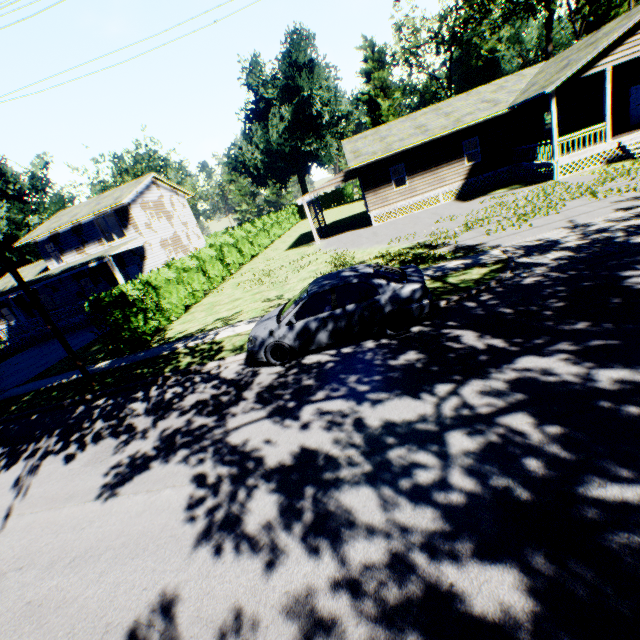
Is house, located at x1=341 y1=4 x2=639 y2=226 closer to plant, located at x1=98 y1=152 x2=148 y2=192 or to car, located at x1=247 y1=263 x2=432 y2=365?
car, located at x1=247 y1=263 x2=432 y2=365

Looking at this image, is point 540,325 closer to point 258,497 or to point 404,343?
point 404,343

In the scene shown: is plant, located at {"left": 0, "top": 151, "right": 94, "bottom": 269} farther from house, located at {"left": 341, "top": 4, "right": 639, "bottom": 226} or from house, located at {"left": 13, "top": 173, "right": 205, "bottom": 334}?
house, located at {"left": 341, "top": 4, "right": 639, "bottom": 226}

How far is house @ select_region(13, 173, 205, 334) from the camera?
25.9m

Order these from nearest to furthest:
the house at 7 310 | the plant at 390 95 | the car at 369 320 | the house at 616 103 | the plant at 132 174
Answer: the car at 369 320
the house at 616 103
the house at 7 310
the plant at 390 95
the plant at 132 174

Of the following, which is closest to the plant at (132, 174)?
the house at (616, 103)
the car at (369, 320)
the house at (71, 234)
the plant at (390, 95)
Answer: the house at (71, 234)

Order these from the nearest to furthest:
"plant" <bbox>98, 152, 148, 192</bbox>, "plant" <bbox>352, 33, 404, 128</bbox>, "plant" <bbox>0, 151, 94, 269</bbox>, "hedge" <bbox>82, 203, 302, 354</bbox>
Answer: "hedge" <bbox>82, 203, 302, 354</bbox>
"plant" <bbox>0, 151, 94, 269</bbox>
"plant" <bbox>352, 33, 404, 128</bbox>
"plant" <bbox>98, 152, 148, 192</bbox>

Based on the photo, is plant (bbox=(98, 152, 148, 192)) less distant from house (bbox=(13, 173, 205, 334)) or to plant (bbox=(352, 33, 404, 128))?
house (bbox=(13, 173, 205, 334))
